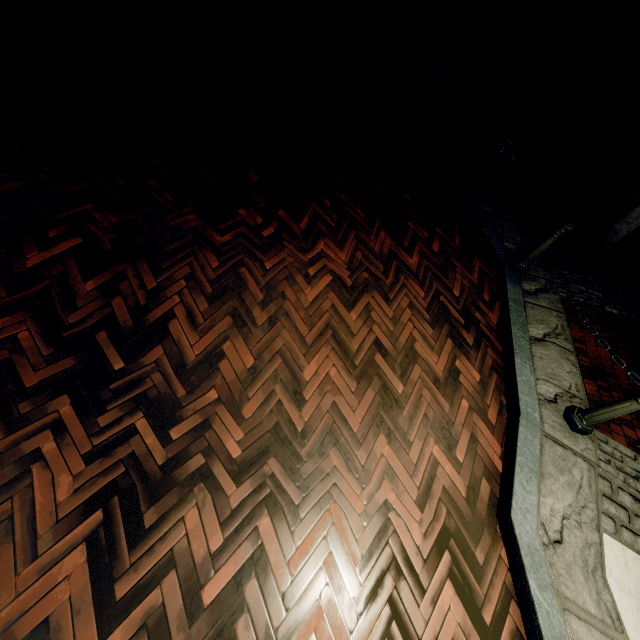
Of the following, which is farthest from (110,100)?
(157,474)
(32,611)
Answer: (32,611)

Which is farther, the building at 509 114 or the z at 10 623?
the building at 509 114

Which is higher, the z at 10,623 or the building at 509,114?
the building at 509,114

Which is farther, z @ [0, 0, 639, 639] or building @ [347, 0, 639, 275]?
building @ [347, 0, 639, 275]

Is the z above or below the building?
below
